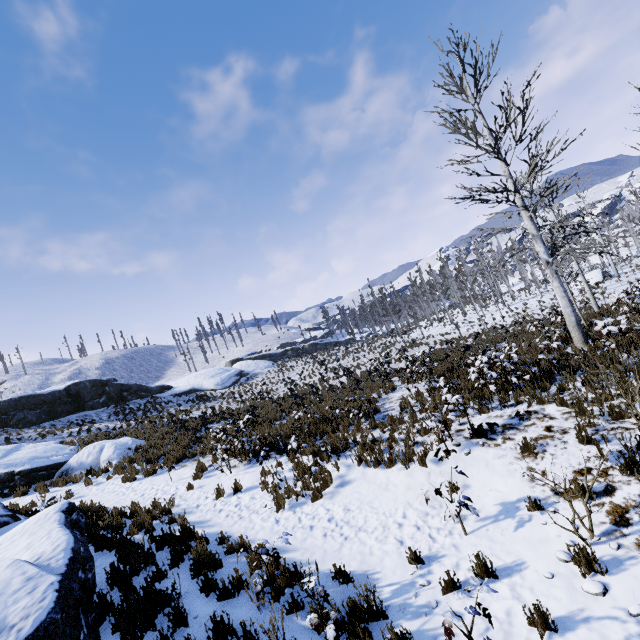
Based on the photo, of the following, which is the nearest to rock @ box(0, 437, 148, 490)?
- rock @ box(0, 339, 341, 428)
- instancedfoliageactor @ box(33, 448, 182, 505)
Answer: instancedfoliageactor @ box(33, 448, 182, 505)

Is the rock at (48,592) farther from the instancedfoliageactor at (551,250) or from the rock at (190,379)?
the instancedfoliageactor at (551,250)

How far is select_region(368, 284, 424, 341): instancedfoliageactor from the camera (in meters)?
36.50

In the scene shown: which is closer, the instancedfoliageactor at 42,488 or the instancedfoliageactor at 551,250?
the instancedfoliageactor at 551,250

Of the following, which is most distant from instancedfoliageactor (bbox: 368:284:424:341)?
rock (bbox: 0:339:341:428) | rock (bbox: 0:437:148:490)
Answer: rock (bbox: 0:339:341:428)

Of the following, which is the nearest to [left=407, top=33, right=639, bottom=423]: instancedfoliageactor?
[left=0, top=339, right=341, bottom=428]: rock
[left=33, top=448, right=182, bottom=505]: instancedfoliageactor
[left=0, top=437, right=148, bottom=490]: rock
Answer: [left=0, top=437, right=148, bottom=490]: rock

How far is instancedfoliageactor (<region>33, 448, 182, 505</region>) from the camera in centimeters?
1255cm

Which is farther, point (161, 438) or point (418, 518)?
point (161, 438)
